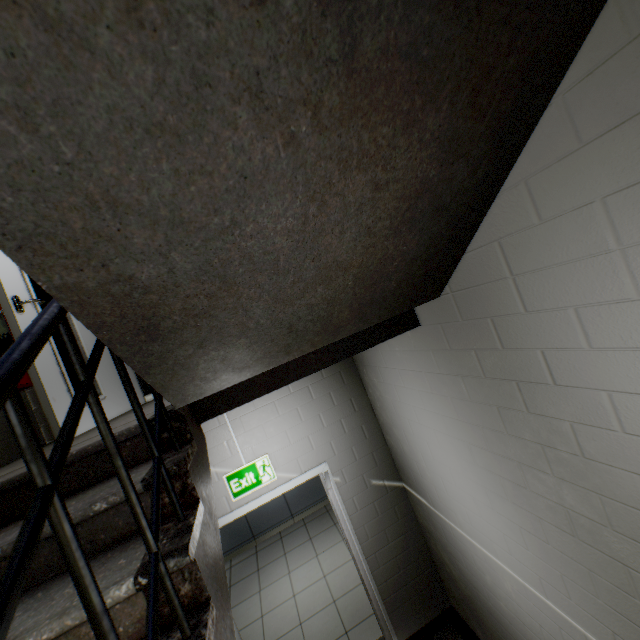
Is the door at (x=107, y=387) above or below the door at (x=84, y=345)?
below

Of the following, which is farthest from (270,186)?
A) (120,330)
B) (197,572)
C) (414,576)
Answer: (414,576)

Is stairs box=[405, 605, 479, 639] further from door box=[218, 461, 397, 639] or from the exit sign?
the exit sign

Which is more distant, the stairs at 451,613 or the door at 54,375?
the stairs at 451,613

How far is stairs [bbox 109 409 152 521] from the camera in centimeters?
122cm

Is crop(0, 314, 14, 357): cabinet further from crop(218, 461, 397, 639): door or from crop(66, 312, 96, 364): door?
crop(218, 461, 397, 639): door

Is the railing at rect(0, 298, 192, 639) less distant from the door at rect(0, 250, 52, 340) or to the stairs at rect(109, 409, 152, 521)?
the stairs at rect(109, 409, 152, 521)

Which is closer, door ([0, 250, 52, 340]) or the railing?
the railing
